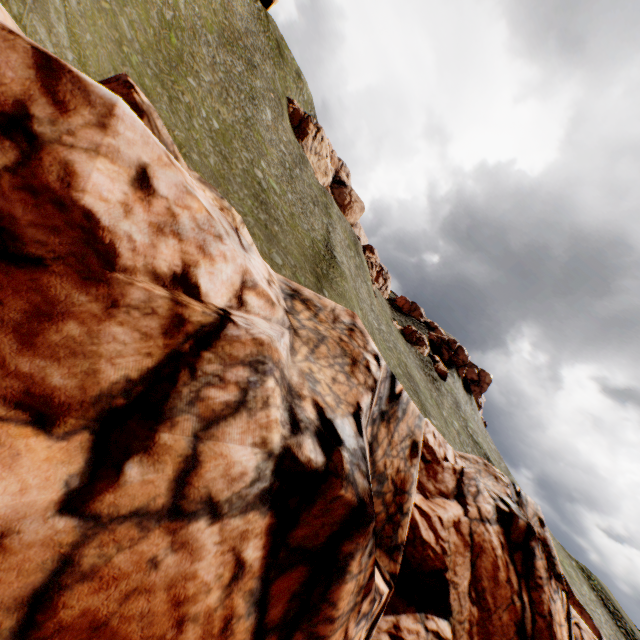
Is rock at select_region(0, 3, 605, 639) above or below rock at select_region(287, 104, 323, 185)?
below

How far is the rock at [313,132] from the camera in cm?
5762

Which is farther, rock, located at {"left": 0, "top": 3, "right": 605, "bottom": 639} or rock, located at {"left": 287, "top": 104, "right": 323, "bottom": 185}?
rock, located at {"left": 287, "top": 104, "right": 323, "bottom": 185}

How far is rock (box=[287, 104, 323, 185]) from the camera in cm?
5762

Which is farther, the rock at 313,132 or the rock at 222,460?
the rock at 313,132

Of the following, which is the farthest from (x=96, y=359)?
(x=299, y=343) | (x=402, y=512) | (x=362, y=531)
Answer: (x=402, y=512)
